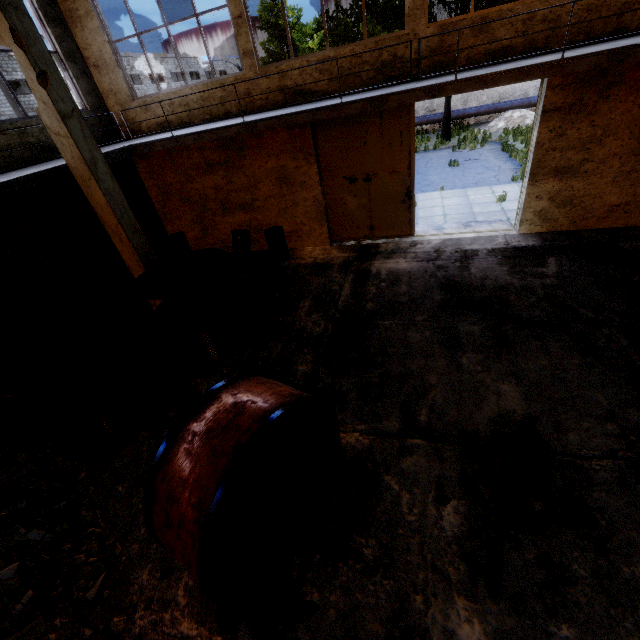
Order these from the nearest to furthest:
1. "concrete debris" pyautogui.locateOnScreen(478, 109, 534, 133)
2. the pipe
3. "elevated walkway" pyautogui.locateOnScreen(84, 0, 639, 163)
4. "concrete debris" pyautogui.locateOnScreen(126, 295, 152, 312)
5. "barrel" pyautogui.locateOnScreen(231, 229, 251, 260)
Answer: "elevated walkway" pyautogui.locateOnScreen(84, 0, 639, 163), "concrete debris" pyautogui.locateOnScreen(126, 295, 152, 312), "barrel" pyautogui.locateOnScreen(231, 229, 251, 260), "concrete debris" pyautogui.locateOnScreen(478, 109, 534, 133), the pipe

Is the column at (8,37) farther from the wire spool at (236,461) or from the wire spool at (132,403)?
the wire spool at (236,461)

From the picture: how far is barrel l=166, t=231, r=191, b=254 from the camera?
11.4 meters

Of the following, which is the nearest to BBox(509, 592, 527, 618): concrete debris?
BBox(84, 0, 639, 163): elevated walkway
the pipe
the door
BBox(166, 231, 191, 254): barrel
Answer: BBox(84, 0, 639, 163): elevated walkway

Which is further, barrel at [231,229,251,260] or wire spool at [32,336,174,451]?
barrel at [231,229,251,260]

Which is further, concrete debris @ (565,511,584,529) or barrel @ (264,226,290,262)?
barrel @ (264,226,290,262)

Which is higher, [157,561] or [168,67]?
[168,67]

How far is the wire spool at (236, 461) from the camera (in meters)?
2.67
